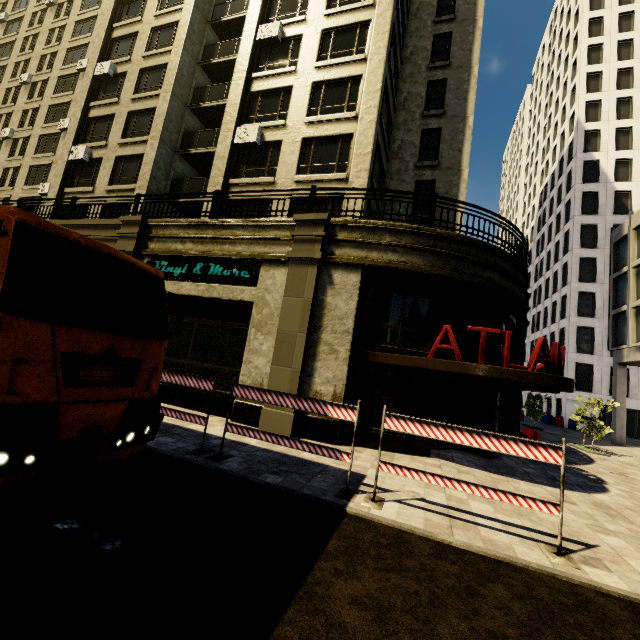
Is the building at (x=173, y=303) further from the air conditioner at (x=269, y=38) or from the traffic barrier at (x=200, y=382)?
the traffic barrier at (x=200, y=382)

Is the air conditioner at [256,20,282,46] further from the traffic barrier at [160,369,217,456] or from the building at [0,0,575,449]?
the traffic barrier at [160,369,217,456]

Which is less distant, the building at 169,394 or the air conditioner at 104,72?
the building at 169,394

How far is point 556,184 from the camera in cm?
4400

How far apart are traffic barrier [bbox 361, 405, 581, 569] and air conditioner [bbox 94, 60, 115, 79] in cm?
2677

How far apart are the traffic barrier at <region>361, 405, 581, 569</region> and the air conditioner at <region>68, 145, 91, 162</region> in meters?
23.5

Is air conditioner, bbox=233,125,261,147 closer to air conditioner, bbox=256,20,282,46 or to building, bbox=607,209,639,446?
building, bbox=607,209,639,446

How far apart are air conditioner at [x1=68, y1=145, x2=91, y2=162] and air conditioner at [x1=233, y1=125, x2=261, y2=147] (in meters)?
10.71
